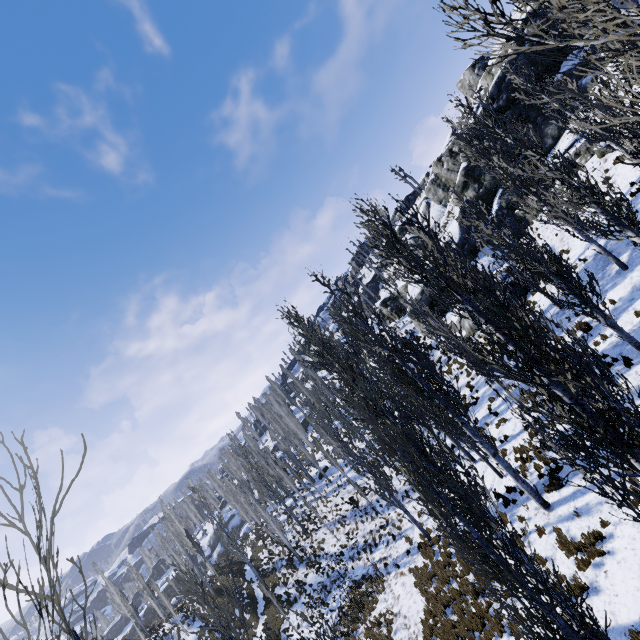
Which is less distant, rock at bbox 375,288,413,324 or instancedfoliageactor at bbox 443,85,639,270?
instancedfoliageactor at bbox 443,85,639,270

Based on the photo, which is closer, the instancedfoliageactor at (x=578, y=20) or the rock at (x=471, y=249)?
the instancedfoliageactor at (x=578, y=20)

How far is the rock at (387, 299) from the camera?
44.2m

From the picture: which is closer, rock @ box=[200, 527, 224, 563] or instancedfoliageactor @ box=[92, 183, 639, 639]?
instancedfoliageactor @ box=[92, 183, 639, 639]

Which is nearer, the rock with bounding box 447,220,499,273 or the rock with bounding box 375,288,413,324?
the rock with bounding box 447,220,499,273

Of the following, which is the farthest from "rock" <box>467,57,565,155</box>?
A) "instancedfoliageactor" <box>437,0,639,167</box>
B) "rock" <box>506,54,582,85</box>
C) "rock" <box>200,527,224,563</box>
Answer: "rock" <box>200,527,224,563</box>

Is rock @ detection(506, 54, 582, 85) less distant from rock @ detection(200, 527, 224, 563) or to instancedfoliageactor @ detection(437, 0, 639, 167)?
instancedfoliageactor @ detection(437, 0, 639, 167)

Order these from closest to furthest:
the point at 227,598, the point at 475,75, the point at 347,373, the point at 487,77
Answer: the point at 227,598 < the point at 347,373 < the point at 487,77 < the point at 475,75
